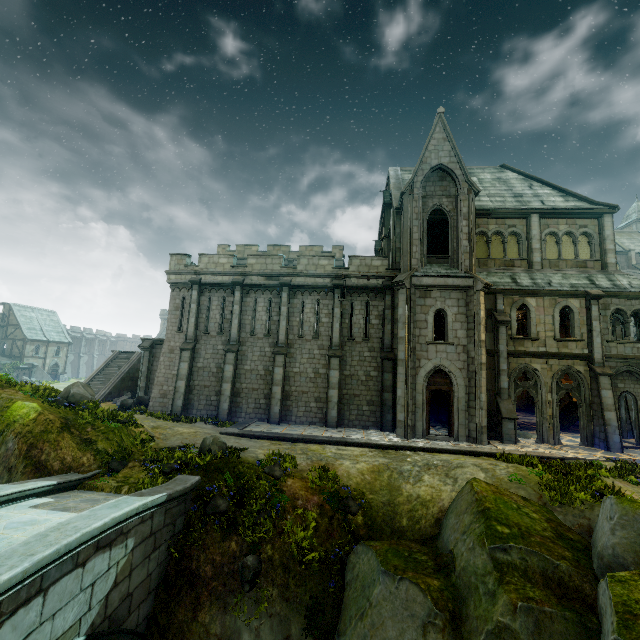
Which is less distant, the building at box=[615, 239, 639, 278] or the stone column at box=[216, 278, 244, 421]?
the stone column at box=[216, 278, 244, 421]

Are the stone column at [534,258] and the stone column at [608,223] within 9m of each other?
A: yes

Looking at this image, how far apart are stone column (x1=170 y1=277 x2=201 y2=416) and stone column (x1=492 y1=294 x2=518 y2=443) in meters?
18.2 m

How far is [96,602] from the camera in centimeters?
616cm

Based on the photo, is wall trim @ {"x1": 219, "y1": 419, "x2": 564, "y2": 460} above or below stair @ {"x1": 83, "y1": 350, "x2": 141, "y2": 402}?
below

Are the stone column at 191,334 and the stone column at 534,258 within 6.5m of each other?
no

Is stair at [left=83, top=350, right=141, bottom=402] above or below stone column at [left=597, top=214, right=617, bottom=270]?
below

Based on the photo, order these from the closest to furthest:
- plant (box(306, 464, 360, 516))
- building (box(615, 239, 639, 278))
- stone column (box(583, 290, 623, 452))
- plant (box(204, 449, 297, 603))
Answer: plant (box(204, 449, 297, 603)) → plant (box(306, 464, 360, 516)) → stone column (box(583, 290, 623, 452)) → building (box(615, 239, 639, 278))
